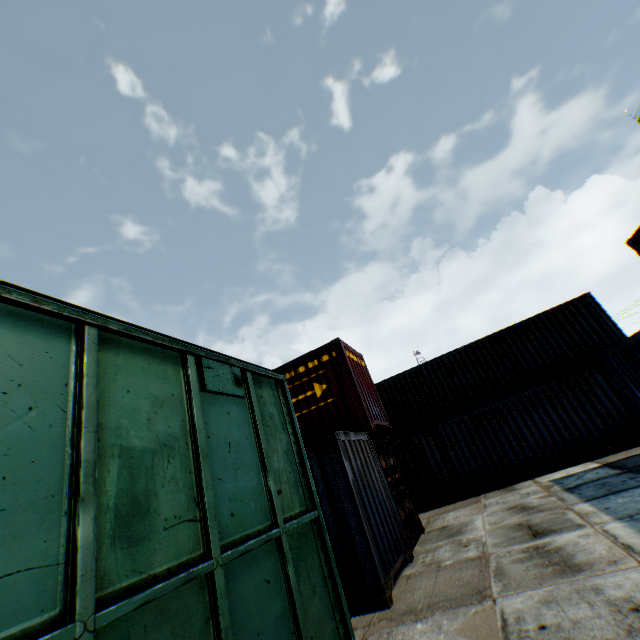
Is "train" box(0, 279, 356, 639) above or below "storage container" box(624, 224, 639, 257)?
below

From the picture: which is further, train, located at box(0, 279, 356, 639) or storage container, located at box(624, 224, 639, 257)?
storage container, located at box(624, 224, 639, 257)

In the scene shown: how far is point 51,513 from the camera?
1.5m

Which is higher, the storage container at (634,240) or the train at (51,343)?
the storage container at (634,240)

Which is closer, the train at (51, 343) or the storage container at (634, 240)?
the train at (51, 343)
